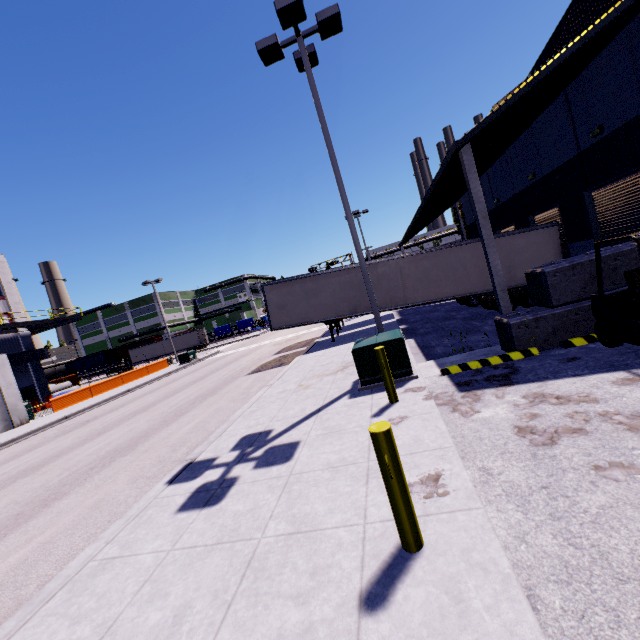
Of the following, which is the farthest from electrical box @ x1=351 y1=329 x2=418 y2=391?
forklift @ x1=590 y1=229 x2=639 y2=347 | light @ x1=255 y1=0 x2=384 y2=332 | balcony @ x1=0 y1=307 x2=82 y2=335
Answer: balcony @ x1=0 y1=307 x2=82 y2=335

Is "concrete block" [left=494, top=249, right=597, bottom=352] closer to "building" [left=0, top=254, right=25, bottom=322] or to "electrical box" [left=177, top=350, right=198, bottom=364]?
"building" [left=0, top=254, right=25, bottom=322]

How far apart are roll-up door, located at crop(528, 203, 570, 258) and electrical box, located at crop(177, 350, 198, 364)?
31.1m

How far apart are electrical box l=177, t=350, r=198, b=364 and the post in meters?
33.6 m

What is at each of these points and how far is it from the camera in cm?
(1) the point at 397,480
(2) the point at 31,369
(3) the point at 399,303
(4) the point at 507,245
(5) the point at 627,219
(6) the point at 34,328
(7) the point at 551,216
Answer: (1) post, 291
(2) building, 2991
(3) semi trailer, 1708
(4) semi trailer, 1584
(5) roll-up door, 1167
(6) balcony, 3031
(7) roll-up door, 1627

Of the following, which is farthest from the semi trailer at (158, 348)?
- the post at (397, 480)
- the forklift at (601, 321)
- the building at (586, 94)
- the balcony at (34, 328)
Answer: the post at (397, 480)

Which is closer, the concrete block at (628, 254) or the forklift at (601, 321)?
the forklift at (601, 321)

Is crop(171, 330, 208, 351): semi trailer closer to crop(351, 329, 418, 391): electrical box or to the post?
crop(351, 329, 418, 391): electrical box
